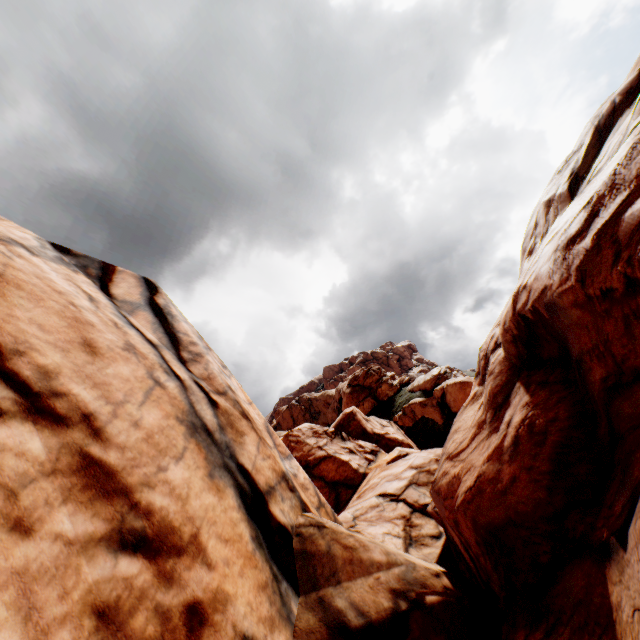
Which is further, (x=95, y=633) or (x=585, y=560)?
(x=585, y=560)
